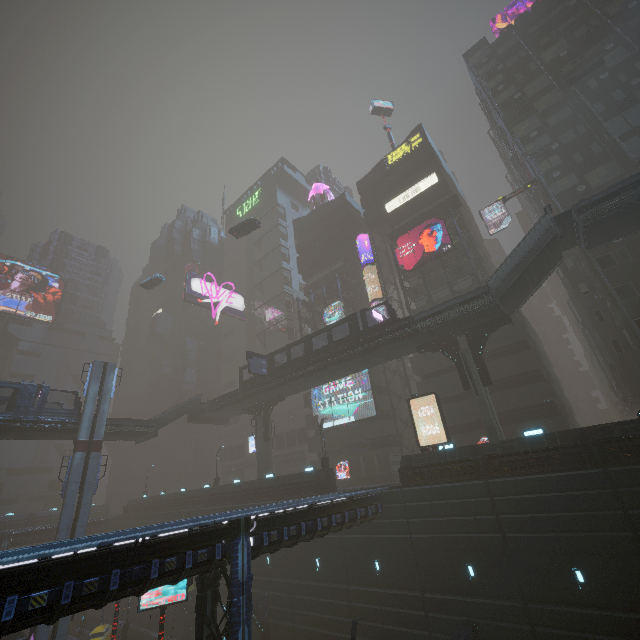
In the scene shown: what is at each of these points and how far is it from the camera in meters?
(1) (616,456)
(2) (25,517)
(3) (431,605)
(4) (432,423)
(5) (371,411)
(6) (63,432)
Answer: (1) building, 17.0
(2) building, 54.0
(3) building, 20.0
(4) building, 33.4
(5) sign, 38.1
(6) bridge, 31.0

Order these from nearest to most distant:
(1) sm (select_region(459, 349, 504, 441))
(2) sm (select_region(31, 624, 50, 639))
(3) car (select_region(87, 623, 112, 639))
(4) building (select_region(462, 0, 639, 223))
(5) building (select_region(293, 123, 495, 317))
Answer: (1) sm (select_region(459, 349, 504, 441))
(2) sm (select_region(31, 624, 50, 639))
(4) building (select_region(462, 0, 639, 223))
(3) car (select_region(87, 623, 112, 639))
(5) building (select_region(293, 123, 495, 317))

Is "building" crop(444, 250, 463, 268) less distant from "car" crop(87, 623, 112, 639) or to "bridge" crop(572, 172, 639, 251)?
"car" crop(87, 623, 112, 639)

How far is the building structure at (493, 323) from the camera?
25.0 meters

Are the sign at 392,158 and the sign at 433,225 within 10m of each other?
no

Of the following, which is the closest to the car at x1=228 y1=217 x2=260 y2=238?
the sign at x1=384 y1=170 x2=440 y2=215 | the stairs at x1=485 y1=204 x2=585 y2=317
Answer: the sign at x1=384 y1=170 x2=440 y2=215

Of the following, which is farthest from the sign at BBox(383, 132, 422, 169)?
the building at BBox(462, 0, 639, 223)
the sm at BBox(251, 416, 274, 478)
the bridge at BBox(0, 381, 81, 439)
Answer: the bridge at BBox(0, 381, 81, 439)

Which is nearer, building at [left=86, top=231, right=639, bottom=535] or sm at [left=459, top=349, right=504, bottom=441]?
building at [left=86, top=231, right=639, bottom=535]
